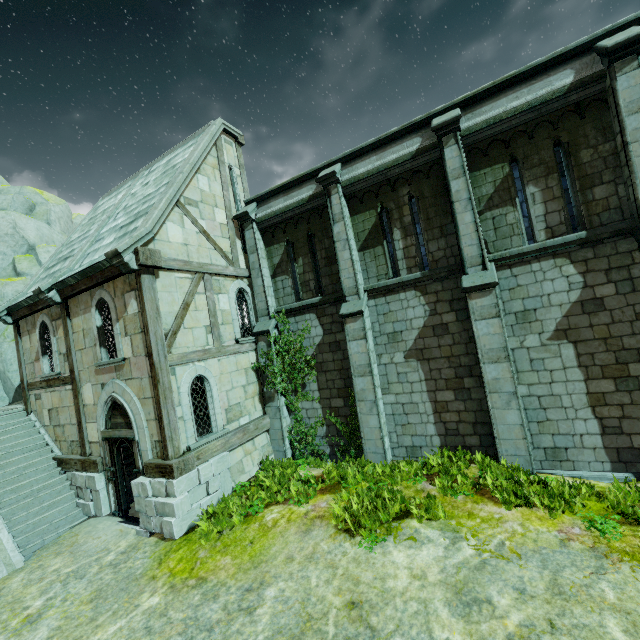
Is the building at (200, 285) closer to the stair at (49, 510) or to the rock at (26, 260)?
the stair at (49, 510)

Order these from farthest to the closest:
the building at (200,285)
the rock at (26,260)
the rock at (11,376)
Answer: the rock at (26,260) → the rock at (11,376) → the building at (200,285)

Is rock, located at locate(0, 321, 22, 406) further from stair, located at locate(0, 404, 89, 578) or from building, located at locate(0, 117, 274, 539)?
building, located at locate(0, 117, 274, 539)

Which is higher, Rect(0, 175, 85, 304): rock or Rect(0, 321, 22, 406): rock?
Rect(0, 175, 85, 304): rock

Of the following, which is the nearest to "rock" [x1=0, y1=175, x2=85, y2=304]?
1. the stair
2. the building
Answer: the stair

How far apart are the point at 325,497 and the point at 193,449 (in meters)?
3.89
